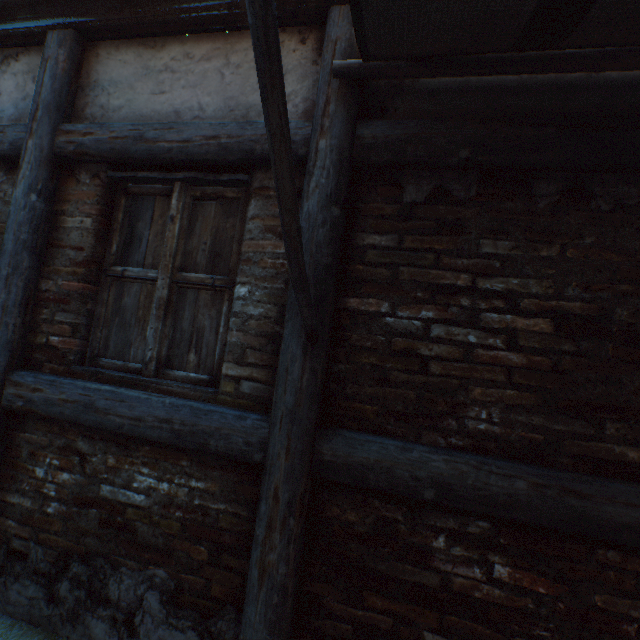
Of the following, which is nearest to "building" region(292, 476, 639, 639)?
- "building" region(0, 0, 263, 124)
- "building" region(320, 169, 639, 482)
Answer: "building" region(320, 169, 639, 482)

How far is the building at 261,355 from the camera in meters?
1.8

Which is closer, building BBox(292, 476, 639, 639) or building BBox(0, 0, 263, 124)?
building BBox(292, 476, 639, 639)

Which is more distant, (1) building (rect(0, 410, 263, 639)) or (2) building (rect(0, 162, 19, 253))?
(2) building (rect(0, 162, 19, 253))

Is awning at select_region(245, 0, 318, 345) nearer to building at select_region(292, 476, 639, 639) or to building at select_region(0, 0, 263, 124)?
building at select_region(0, 0, 263, 124)

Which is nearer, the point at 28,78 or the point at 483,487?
the point at 483,487

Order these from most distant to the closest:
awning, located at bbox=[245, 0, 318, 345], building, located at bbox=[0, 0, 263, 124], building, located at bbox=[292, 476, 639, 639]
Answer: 1. building, located at bbox=[0, 0, 263, 124]
2. building, located at bbox=[292, 476, 639, 639]
3. awning, located at bbox=[245, 0, 318, 345]

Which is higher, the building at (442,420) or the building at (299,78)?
the building at (299,78)
